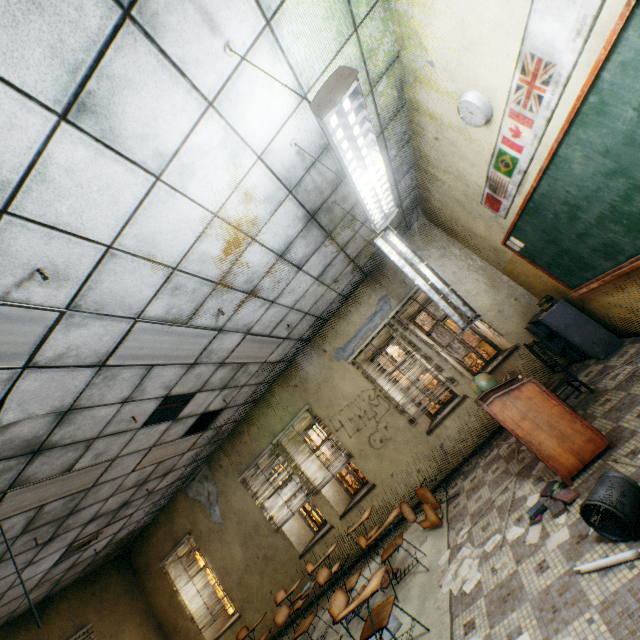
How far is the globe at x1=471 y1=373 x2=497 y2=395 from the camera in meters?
4.4 m

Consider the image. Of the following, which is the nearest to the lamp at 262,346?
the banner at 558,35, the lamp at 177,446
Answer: the lamp at 177,446

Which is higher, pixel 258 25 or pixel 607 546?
pixel 258 25

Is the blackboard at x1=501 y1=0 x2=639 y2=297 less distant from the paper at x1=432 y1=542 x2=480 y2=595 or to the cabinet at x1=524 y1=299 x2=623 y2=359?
the cabinet at x1=524 y1=299 x2=623 y2=359

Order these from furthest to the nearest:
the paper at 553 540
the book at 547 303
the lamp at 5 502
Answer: the book at 547 303, the lamp at 5 502, the paper at 553 540

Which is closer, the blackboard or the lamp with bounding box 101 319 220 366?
the blackboard

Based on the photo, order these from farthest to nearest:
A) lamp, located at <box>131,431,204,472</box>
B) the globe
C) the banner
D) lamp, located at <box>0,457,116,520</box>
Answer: lamp, located at <box>131,431,204,472</box> < the globe < lamp, located at <box>0,457,116,520</box> < the banner

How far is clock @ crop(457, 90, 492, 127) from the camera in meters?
2.9 m
